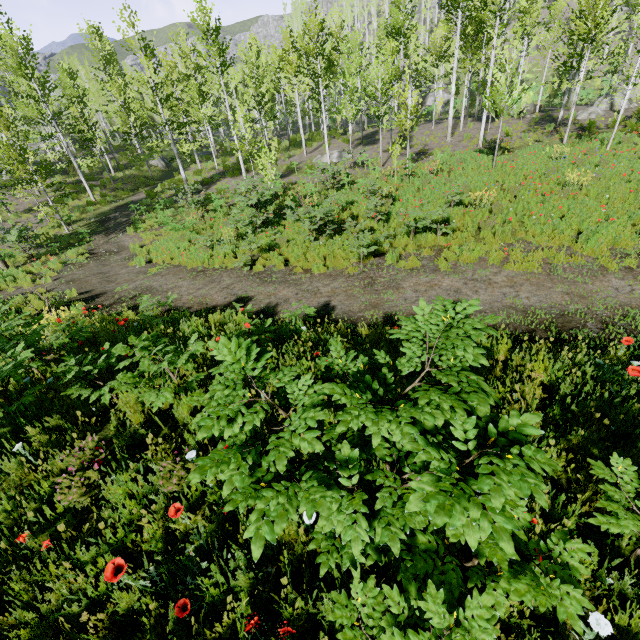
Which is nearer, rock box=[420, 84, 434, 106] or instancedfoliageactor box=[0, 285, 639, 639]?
instancedfoliageactor box=[0, 285, 639, 639]

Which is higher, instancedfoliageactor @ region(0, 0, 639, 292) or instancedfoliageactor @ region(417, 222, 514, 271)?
instancedfoliageactor @ region(0, 0, 639, 292)

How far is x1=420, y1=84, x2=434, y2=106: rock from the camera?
48.09m

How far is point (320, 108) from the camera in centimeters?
2741cm

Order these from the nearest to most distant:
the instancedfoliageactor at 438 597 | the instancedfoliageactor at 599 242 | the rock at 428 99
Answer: the instancedfoliageactor at 438 597 < the instancedfoliageactor at 599 242 < the rock at 428 99

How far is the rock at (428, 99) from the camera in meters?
48.1 m

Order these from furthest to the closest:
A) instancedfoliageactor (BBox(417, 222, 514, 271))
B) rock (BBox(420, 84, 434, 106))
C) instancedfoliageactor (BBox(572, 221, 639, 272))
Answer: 1. rock (BBox(420, 84, 434, 106))
2. instancedfoliageactor (BBox(417, 222, 514, 271))
3. instancedfoliageactor (BBox(572, 221, 639, 272))

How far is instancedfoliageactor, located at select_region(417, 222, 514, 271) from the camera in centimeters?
823cm
